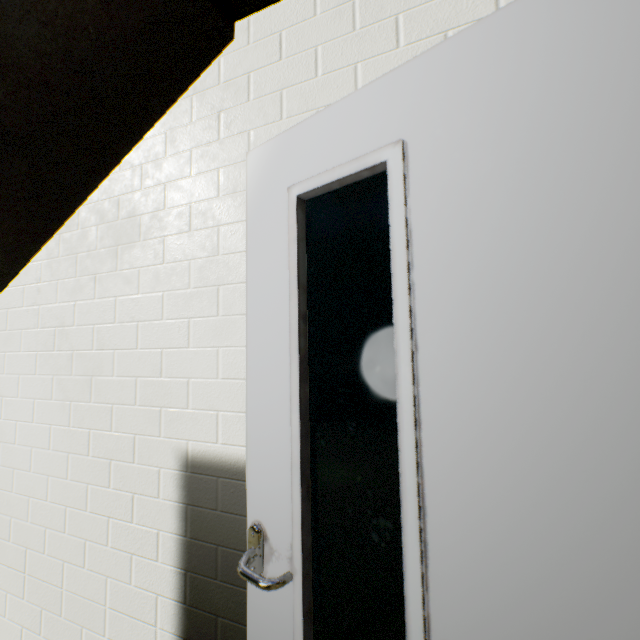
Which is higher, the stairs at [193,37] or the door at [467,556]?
the stairs at [193,37]

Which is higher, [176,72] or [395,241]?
[176,72]

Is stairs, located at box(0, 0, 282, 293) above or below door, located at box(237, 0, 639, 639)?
above

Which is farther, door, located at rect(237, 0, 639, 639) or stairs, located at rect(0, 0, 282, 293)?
stairs, located at rect(0, 0, 282, 293)

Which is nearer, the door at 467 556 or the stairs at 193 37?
the door at 467 556
